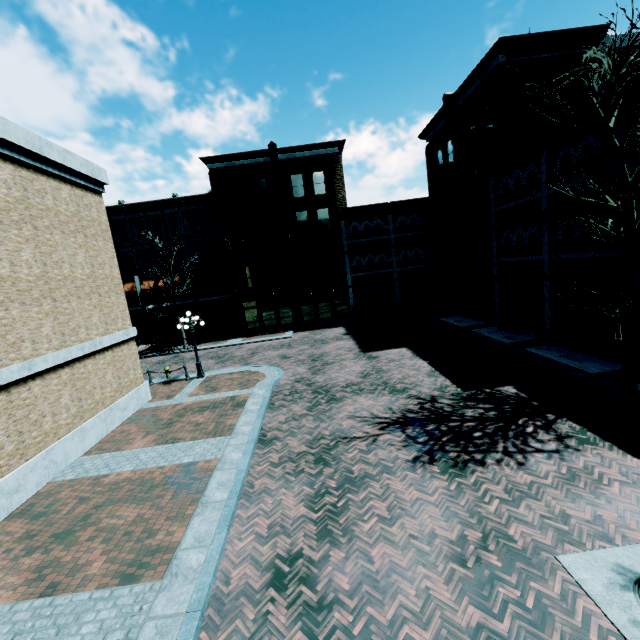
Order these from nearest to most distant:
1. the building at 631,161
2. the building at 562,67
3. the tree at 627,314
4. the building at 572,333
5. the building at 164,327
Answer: the tree at 627,314
the building at 631,161
the building at 572,333
the building at 562,67
the building at 164,327

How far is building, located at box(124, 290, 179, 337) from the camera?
31.55m

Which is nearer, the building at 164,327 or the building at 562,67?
the building at 562,67

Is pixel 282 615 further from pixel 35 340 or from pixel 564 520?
pixel 35 340

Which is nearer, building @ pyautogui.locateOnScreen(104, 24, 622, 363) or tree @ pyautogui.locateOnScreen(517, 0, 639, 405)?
tree @ pyautogui.locateOnScreen(517, 0, 639, 405)

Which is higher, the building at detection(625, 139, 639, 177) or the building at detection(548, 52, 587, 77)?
the building at detection(548, 52, 587, 77)

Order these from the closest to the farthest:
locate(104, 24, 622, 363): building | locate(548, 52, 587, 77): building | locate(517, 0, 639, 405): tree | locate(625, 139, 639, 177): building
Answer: locate(517, 0, 639, 405): tree, locate(625, 139, 639, 177): building, locate(104, 24, 622, 363): building, locate(548, 52, 587, 77): building
